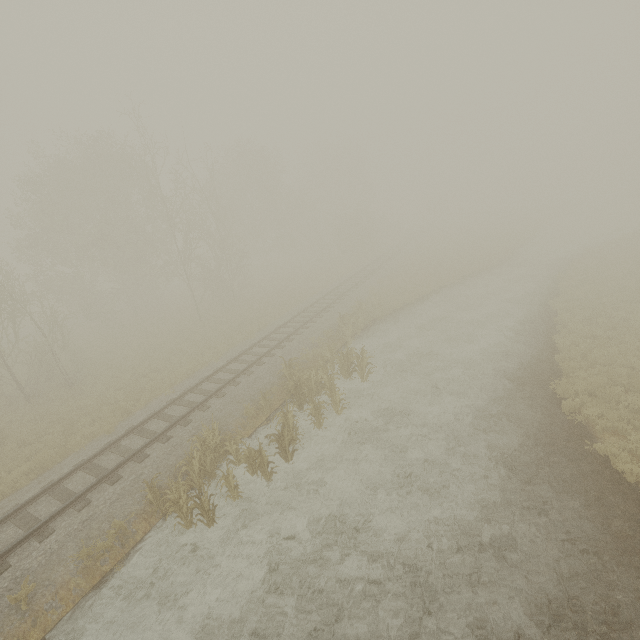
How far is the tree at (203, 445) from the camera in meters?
9.2

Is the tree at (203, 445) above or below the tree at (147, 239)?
below

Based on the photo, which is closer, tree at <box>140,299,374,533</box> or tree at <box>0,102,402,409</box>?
tree at <box>140,299,374,533</box>

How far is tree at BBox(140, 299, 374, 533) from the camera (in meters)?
9.16

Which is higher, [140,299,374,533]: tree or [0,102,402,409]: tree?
[0,102,402,409]: tree

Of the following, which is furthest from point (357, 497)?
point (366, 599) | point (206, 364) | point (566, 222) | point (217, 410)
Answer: point (566, 222)
